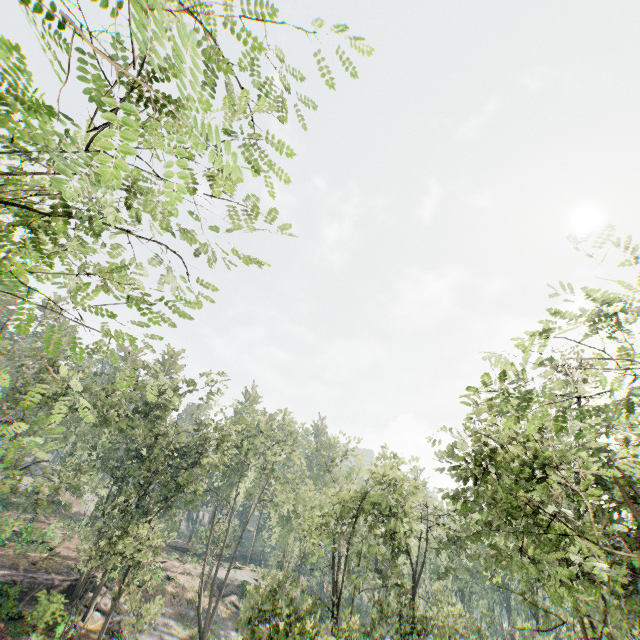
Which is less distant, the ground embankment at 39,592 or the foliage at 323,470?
the ground embankment at 39,592

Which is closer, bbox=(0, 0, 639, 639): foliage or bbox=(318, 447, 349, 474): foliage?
bbox=(0, 0, 639, 639): foliage

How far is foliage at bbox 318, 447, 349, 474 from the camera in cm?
2636

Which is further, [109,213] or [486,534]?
[486,534]

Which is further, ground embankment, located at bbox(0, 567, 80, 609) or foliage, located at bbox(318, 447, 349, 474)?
foliage, located at bbox(318, 447, 349, 474)

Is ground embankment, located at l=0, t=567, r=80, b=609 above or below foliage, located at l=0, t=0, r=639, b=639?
below

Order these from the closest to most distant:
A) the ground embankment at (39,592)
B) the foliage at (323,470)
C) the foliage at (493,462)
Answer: the foliage at (493,462), the ground embankment at (39,592), the foliage at (323,470)

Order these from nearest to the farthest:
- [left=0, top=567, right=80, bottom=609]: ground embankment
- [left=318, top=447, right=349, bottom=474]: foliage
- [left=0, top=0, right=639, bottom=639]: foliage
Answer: [left=0, top=0, right=639, bottom=639]: foliage, [left=0, top=567, right=80, bottom=609]: ground embankment, [left=318, top=447, right=349, bottom=474]: foliage
